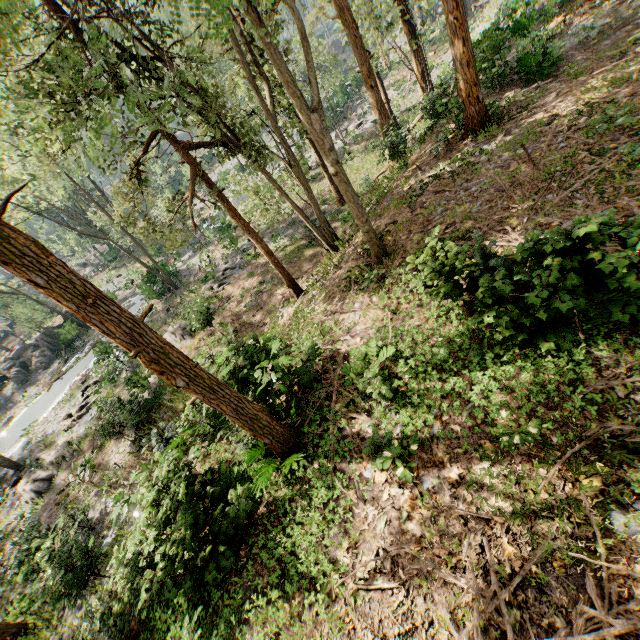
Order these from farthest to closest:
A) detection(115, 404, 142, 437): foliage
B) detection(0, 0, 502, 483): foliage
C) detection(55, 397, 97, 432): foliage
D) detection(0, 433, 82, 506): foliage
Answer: detection(55, 397, 97, 432): foliage → detection(0, 433, 82, 506): foliage → detection(115, 404, 142, 437): foliage → detection(0, 0, 502, 483): foliage

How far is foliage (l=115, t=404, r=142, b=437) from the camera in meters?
16.2

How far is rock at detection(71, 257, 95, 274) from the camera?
53.9m

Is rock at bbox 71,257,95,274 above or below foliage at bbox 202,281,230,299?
above

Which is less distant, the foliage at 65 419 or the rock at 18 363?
the foliage at 65 419

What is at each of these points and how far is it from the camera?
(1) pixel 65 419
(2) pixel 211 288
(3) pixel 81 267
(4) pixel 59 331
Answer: (1) foliage, 22.7 meters
(2) foliage, 25.1 meters
(3) rock, 54.9 meters
(4) rock, 32.1 meters

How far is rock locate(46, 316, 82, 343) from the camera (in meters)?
32.19

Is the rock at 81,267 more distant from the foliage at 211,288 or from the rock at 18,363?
the rock at 18,363
